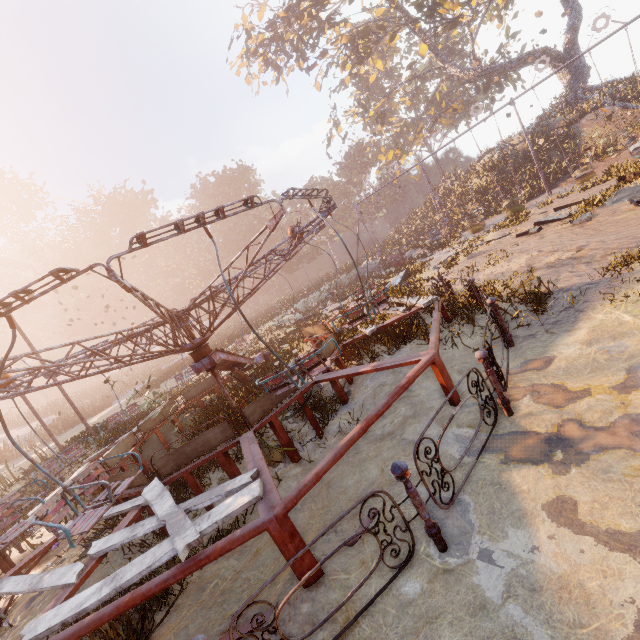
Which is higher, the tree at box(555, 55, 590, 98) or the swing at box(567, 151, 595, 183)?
the tree at box(555, 55, 590, 98)

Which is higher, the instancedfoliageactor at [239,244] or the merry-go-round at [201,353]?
the instancedfoliageactor at [239,244]

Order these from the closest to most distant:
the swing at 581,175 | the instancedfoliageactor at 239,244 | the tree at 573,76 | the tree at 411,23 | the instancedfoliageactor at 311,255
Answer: the swing at 581,175 < the tree at 411,23 < the tree at 573,76 < the instancedfoliageactor at 311,255 < the instancedfoliageactor at 239,244

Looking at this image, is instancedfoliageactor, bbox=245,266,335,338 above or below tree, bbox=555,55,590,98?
below

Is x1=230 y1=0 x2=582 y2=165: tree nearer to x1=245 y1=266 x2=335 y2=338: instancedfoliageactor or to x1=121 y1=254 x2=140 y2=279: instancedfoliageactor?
x1=245 y1=266 x2=335 y2=338: instancedfoliageactor

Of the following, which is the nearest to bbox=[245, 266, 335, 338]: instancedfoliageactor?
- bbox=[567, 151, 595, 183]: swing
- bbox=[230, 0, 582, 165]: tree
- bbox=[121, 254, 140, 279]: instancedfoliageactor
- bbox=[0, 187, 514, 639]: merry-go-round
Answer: bbox=[121, 254, 140, 279]: instancedfoliageactor

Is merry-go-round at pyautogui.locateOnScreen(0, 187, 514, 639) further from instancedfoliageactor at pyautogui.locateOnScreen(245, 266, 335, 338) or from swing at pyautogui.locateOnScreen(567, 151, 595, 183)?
instancedfoliageactor at pyautogui.locateOnScreen(245, 266, 335, 338)

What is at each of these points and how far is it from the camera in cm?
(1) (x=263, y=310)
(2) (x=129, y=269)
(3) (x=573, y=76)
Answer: (1) instancedfoliageactor, 5947
(2) instancedfoliageactor, 5772
(3) tree, 2723
